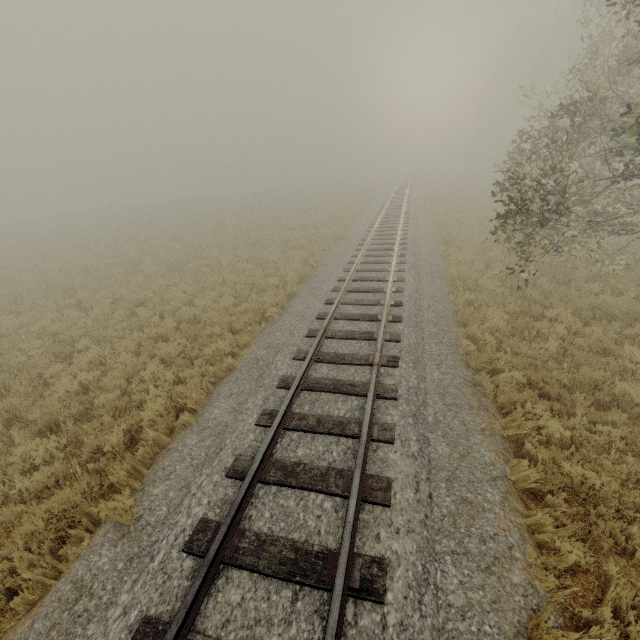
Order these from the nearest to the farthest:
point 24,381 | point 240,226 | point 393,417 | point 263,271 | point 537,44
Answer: point 393,417, point 24,381, point 263,271, point 240,226, point 537,44
